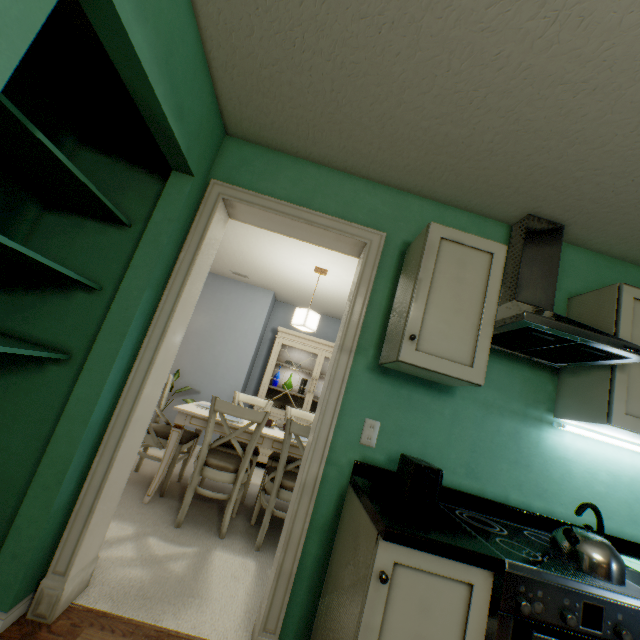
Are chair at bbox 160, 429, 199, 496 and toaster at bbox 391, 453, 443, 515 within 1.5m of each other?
no

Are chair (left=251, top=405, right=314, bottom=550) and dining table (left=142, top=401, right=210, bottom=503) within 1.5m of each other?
yes

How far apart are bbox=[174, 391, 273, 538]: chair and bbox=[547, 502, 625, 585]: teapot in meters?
1.8 m

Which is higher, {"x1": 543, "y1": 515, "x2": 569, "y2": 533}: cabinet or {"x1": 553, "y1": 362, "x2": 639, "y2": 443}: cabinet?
{"x1": 553, "y1": 362, "x2": 639, "y2": 443}: cabinet

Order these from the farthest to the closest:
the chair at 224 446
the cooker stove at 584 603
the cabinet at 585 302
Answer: the chair at 224 446
the cabinet at 585 302
the cooker stove at 584 603

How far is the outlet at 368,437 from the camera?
1.62m

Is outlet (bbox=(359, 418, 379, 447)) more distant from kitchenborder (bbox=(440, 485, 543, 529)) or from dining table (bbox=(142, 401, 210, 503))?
dining table (bbox=(142, 401, 210, 503))

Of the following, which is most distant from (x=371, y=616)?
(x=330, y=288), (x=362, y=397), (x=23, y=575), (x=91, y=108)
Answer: (x=330, y=288)
